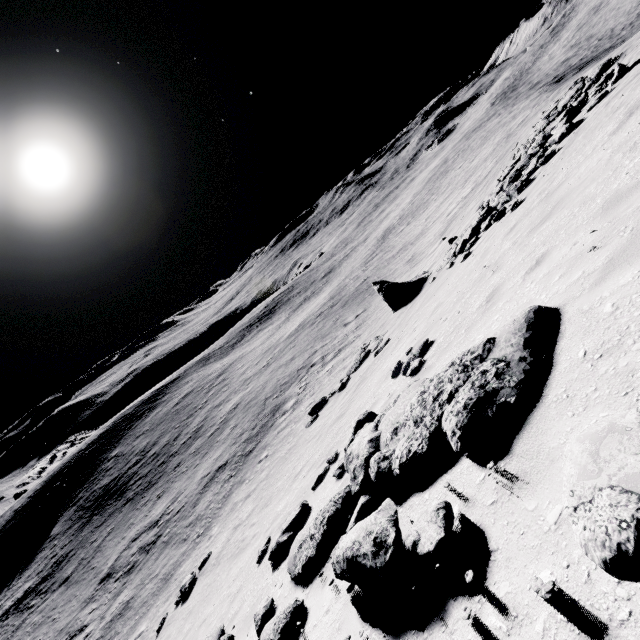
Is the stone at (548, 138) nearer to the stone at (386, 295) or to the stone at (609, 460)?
the stone at (386, 295)

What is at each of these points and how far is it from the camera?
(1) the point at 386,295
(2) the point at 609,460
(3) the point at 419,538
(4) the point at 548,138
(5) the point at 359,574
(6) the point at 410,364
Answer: (1) stone, 18.9 meters
(2) stone, 1.6 meters
(3) stone, 2.7 meters
(4) stone, 14.9 meters
(5) stone, 3.0 meters
(6) stone, 7.9 meters

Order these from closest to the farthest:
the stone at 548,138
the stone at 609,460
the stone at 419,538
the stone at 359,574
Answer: the stone at 609,460
the stone at 419,538
the stone at 359,574
the stone at 548,138

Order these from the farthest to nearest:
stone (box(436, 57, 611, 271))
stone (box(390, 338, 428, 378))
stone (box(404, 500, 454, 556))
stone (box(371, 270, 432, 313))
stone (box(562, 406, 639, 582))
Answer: stone (box(371, 270, 432, 313))
stone (box(436, 57, 611, 271))
stone (box(390, 338, 428, 378))
stone (box(404, 500, 454, 556))
stone (box(562, 406, 639, 582))

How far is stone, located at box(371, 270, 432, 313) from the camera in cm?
1825

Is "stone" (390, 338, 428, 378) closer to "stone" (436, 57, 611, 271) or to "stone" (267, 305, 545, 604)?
"stone" (267, 305, 545, 604)

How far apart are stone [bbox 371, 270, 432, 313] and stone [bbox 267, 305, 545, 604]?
14.2m

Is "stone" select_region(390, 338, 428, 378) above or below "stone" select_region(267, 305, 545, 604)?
below
